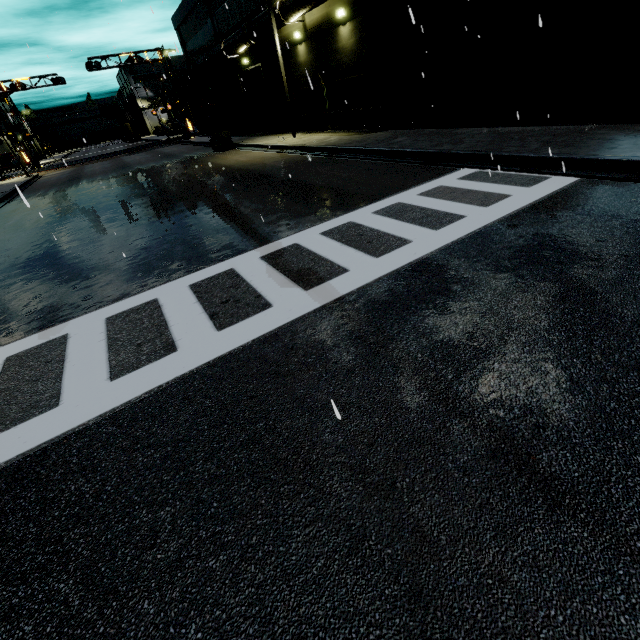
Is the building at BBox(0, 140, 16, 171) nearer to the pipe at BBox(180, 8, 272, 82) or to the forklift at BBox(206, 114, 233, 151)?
the pipe at BBox(180, 8, 272, 82)

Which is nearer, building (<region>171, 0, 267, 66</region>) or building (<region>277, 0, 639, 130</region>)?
building (<region>277, 0, 639, 130</region>)

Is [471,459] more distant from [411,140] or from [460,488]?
[411,140]

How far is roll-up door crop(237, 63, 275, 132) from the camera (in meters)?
25.12

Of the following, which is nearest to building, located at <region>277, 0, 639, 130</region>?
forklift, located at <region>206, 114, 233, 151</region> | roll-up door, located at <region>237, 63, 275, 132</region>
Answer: roll-up door, located at <region>237, 63, 275, 132</region>

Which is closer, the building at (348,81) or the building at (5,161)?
the building at (348,81)

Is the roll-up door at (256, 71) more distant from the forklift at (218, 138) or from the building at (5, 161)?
the forklift at (218, 138)

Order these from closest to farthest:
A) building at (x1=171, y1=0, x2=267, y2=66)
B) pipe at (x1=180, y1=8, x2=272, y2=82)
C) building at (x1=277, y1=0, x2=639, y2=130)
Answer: building at (x1=277, y1=0, x2=639, y2=130)
pipe at (x1=180, y1=8, x2=272, y2=82)
building at (x1=171, y1=0, x2=267, y2=66)
